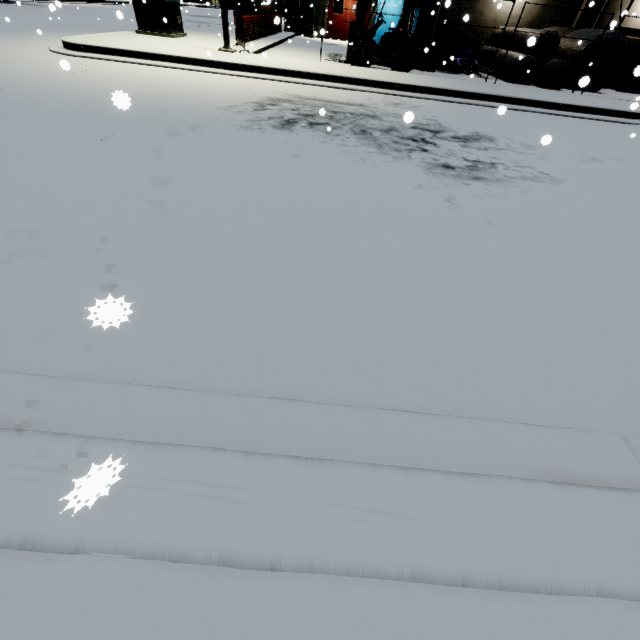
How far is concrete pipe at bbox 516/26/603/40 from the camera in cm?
1275

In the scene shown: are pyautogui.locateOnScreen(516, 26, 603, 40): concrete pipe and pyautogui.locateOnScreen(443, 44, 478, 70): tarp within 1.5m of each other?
no

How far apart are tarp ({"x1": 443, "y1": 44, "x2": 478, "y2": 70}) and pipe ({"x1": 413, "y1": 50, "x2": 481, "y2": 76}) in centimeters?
7cm

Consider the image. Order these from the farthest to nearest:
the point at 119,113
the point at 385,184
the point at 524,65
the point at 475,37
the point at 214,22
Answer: the point at 214,22 < the point at 475,37 < the point at 524,65 < the point at 119,113 < the point at 385,184

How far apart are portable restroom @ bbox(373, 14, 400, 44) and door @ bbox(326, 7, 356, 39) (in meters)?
0.77

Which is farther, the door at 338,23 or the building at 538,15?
the door at 338,23

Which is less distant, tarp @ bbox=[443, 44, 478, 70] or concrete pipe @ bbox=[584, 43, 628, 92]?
concrete pipe @ bbox=[584, 43, 628, 92]

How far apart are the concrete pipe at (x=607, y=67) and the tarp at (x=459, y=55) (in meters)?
2.65
